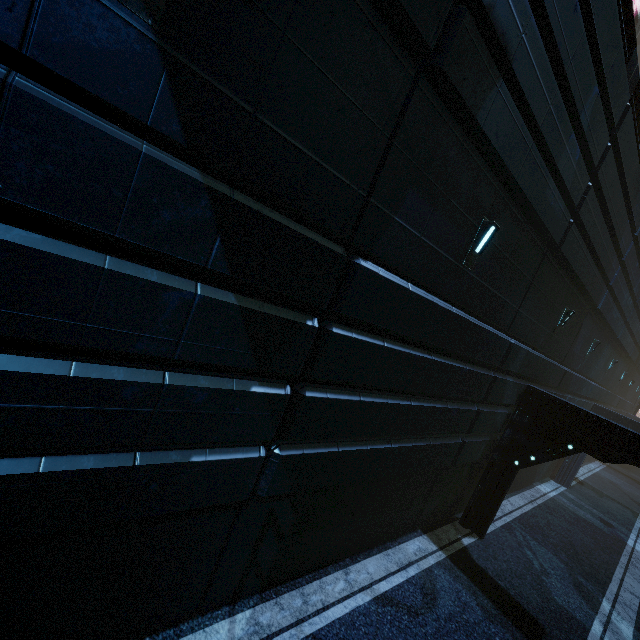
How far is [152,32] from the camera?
2.4m
